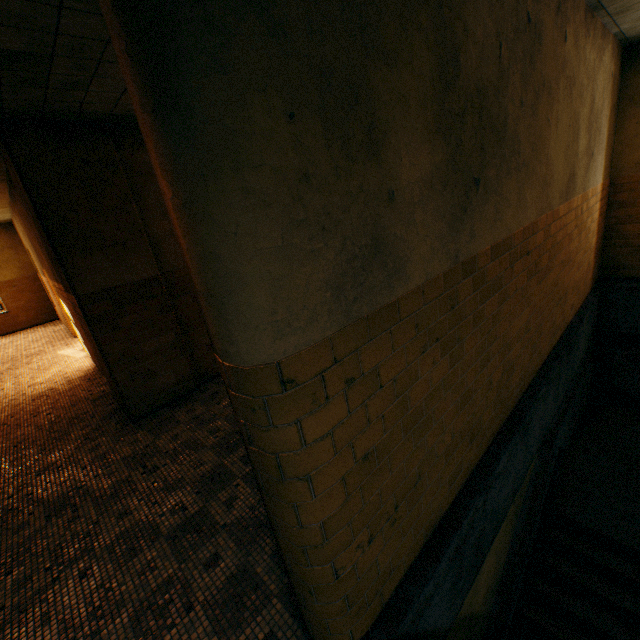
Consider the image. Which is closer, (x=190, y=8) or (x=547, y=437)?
(x=190, y=8)
